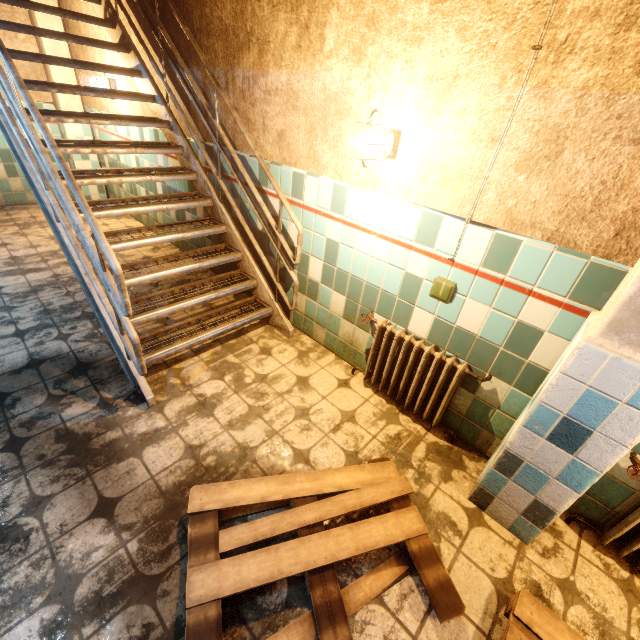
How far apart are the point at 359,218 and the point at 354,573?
2.16m

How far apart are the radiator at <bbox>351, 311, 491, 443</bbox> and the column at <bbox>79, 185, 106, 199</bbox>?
5.8 meters

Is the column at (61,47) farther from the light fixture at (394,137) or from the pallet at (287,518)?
the pallet at (287,518)

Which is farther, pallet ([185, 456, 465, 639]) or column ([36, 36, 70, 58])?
column ([36, 36, 70, 58])

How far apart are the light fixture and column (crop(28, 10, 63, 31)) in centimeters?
552cm

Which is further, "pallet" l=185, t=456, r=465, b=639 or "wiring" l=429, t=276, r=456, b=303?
"wiring" l=429, t=276, r=456, b=303

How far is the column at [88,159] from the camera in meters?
5.3 m

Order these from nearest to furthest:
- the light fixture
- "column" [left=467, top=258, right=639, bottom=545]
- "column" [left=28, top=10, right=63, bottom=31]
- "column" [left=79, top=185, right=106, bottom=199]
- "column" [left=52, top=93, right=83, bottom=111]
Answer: "column" [left=467, top=258, right=639, bottom=545], the light fixture, "column" [left=28, top=10, right=63, bottom=31], "column" [left=52, top=93, right=83, bottom=111], "column" [left=79, top=185, right=106, bottom=199]
